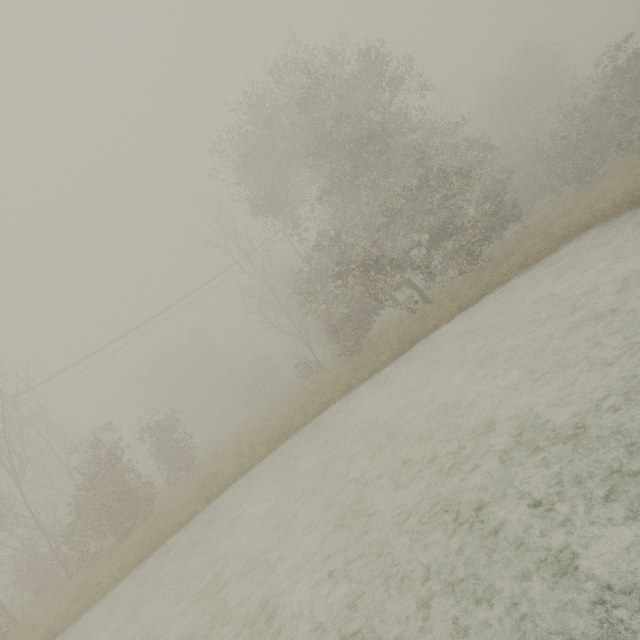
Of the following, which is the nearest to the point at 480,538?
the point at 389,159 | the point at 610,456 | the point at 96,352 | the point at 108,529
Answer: the point at 610,456
